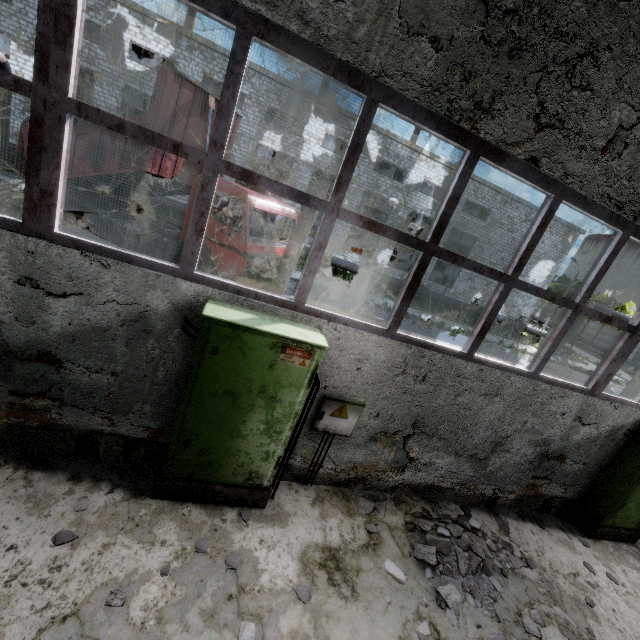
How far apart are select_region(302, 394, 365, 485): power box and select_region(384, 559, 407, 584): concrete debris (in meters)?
1.38

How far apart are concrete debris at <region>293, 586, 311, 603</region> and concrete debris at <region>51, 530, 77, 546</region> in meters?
2.3 m

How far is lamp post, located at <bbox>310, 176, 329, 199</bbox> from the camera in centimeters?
853cm

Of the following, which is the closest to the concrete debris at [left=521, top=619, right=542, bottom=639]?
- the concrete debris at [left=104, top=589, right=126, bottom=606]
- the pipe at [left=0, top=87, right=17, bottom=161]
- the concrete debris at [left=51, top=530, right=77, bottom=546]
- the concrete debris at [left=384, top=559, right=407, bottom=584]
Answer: the concrete debris at [left=384, top=559, right=407, bottom=584]

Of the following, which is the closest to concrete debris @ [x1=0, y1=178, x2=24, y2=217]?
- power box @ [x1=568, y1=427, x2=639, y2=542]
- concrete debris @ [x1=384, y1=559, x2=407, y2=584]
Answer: concrete debris @ [x1=384, y1=559, x2=407, y2=584]

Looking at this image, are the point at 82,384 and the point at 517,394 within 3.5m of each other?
no

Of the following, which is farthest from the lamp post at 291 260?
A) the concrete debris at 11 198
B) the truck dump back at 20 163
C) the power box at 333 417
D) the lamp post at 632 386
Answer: the lamp post at 632 386

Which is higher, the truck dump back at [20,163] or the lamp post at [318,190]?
the lamp post at [318,190]
